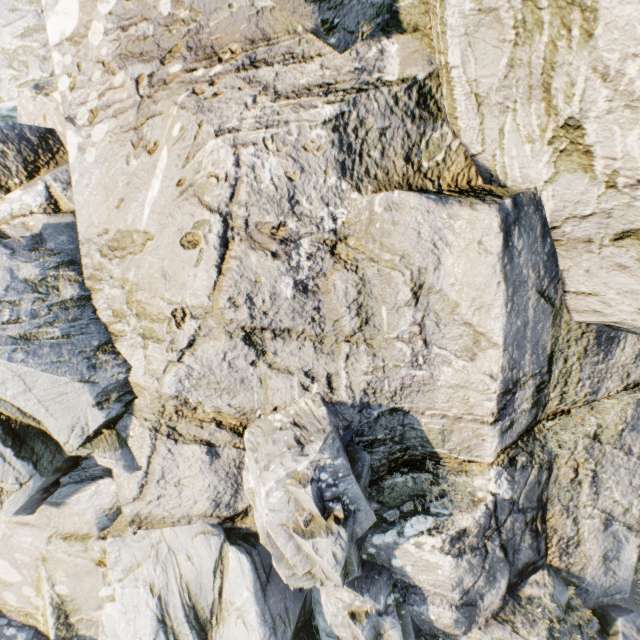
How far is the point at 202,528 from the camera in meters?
7.5 m
